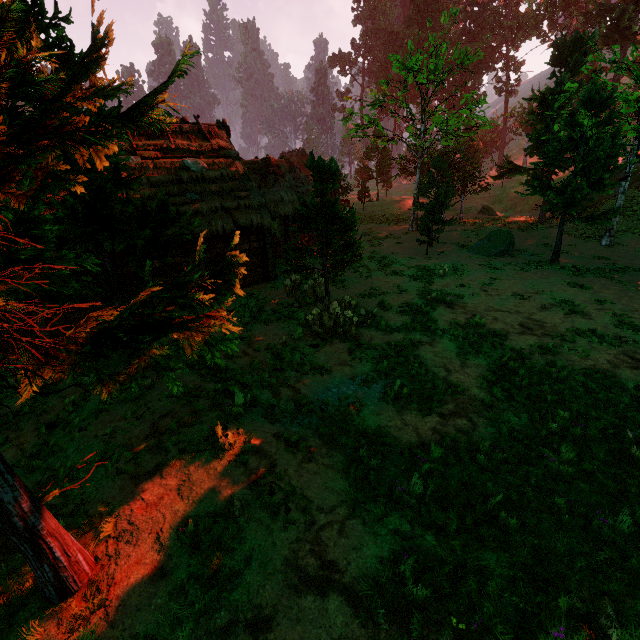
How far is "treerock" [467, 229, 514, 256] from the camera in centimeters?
2134cm

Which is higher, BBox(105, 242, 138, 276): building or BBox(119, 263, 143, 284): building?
BBox(105, 242, 138, 276): building

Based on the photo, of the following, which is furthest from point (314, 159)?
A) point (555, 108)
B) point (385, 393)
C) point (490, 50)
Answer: point (490, 50)

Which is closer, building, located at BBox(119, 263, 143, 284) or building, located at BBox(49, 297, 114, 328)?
building, located at BBox(49, 297, 114, 328)

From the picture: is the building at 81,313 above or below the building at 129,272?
below

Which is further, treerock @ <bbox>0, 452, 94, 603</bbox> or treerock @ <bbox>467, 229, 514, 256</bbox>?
treerock @ <bbox>467, 229, 514, 256</bbox>

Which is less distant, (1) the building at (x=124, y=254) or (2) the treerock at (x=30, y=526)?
(2) the treerock at (x=30, y=526)

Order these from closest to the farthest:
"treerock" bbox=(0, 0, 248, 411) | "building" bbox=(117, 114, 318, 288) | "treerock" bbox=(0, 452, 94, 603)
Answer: "treerock" bbox=(0, 0, 248, 411)
"treerock" bbox=(0, 452, 94, 603)
"building" bbox=(117, 114, 318, 288)
